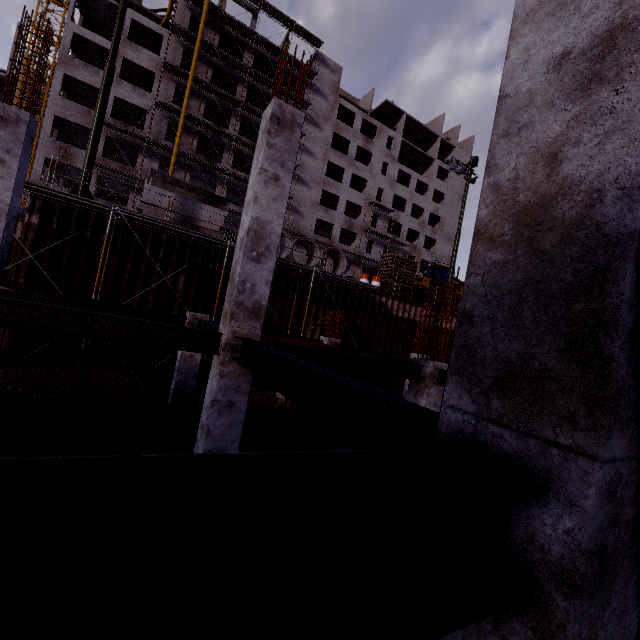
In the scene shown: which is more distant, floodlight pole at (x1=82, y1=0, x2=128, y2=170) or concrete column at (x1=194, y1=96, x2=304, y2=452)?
floodlight pole at (x1=82, y1=0, x2=128, y2=170)

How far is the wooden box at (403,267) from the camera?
20.33m

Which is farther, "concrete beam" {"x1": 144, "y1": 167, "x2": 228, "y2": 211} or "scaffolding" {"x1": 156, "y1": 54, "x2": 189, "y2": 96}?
"scaffolding" {"x1": 156, "y1": 54, "x2": 189, "y2": 96}

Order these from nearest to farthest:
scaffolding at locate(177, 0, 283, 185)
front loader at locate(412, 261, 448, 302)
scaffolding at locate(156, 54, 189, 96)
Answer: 1. front loader at locate(412, 261, 448, 302)
2. scaffolding at locate(156, 54, 189, 96)
3. scaffolding at locate(177, 0, 283, 185)

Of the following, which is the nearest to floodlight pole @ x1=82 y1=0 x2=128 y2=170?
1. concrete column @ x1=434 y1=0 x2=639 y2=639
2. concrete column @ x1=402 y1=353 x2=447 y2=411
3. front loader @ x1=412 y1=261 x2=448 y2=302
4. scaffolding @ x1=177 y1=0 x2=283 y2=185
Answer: scaffolding @ x1=177 y1=0 x2=283 y2=185

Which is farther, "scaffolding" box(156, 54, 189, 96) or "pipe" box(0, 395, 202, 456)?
"scaffolding" box(156, 54, 189, 96)

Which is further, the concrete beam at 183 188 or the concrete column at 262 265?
the concrete beam at 183 188

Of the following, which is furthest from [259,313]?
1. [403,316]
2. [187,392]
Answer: [403,316]
